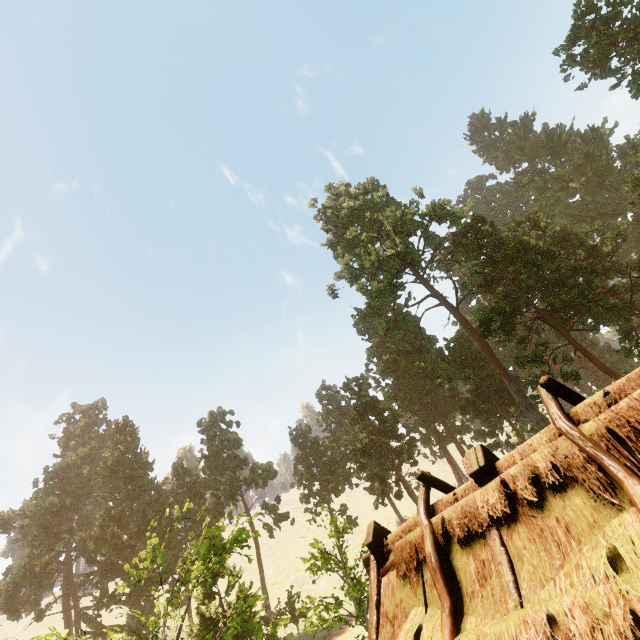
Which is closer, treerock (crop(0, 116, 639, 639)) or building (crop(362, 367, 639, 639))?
building (crop(362, 367, 639, 639))

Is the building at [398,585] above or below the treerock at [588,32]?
below

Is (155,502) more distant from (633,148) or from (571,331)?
(633,148)

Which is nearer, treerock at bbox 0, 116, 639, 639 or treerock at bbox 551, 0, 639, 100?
treerock at bbox 0, 116, 639, 639

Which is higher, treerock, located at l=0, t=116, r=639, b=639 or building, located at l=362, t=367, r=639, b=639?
treerock, located at l=0, t=116, r=639, b=639

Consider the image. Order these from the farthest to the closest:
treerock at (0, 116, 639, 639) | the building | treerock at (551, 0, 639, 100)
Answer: treerock at (551, 0, 639, 100)
treerock at (0, 116, 639, 639)
the building
